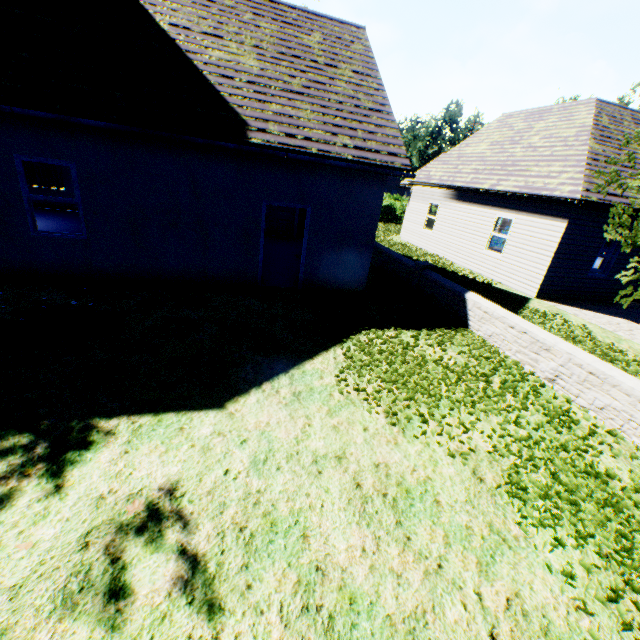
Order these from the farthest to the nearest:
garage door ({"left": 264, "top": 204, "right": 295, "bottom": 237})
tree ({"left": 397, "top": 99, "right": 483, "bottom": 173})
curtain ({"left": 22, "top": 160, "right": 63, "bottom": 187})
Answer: tree ({"left": 397, "top": 99, "right": 483, "bottom": 173}) < garage door ({"left": 264, "top": 204, "right": 295, "bottom": 237}) < curtain ({"left": 22, "top": 160, "right": 63, "bottom": 187})

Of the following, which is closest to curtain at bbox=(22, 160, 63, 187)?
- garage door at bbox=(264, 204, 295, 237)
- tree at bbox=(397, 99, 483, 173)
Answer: garage door at bbox=(264, 204, 295, 237)

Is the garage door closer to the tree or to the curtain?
the curtain

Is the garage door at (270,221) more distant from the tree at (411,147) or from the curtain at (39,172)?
the tree at (411,147)

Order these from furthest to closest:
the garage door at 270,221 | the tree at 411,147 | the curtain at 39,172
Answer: the tree at 411,147 → the garage door at 270,221 → the curtain at 39,172

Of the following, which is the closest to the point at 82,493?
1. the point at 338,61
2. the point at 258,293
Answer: the point at 258,293

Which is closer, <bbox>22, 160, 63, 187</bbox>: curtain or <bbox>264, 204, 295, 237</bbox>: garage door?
<bbox>22, 160, 63, 187</bbox>: curtain

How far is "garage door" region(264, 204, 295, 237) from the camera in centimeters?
1533cm
